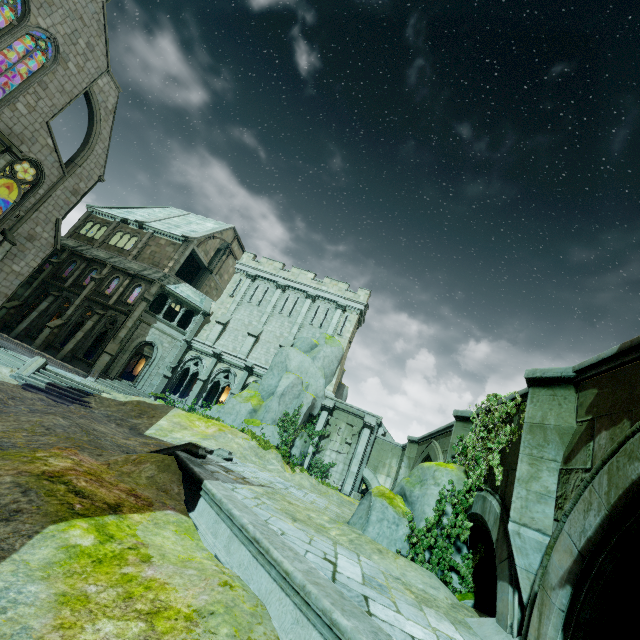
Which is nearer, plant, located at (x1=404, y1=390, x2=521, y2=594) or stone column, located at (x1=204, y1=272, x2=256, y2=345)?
plant, located at (x1=404, y1=390, x2=521, y2=594)

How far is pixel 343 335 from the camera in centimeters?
2914cm

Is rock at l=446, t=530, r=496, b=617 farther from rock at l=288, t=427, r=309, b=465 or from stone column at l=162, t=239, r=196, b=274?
stone column at l=162, t=239, r=196, b=274

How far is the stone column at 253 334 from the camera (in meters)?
28.39

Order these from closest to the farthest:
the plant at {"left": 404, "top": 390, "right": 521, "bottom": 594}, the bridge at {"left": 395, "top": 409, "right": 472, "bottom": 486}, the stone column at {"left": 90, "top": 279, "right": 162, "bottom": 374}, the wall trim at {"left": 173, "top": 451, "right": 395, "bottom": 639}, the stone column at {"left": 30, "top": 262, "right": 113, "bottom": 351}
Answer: the wall trim at {"left": 173, "top": 451, "right": 395, "bottom": 639}, the plant at {"left": 404, "top": 390, "right": 521, "bottom": 594}, the bridge at {"left": 395, "top": 409, "right": 472, "bottom": 486}, the stone column at {"left": 90, "top": 279, "right": 162, "bottom": 374}, the stone column at {"left": 30, "top": 262, "right": 113, "bottom": 351}

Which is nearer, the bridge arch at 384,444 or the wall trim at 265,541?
the wall trim at 265,541

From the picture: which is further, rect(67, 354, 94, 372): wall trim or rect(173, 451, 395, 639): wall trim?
rect(67, 354, 94, 372): wall trim

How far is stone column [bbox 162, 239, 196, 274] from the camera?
30.15m
